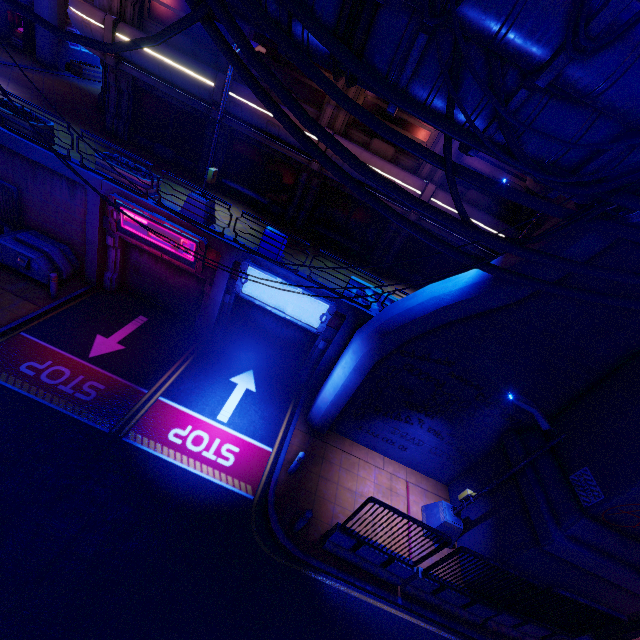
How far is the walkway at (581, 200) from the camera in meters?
5.3

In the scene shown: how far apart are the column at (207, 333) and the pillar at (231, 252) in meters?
0.0 m

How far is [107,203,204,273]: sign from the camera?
11.7m

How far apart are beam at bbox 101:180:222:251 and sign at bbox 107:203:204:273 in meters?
0.1 m

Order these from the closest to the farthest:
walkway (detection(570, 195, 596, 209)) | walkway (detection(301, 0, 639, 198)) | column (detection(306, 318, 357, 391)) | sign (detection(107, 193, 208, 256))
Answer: walkway (detection(301, 0, 639, 198)), walkway (detection(570, 195, 596, 209)), sign (detection(107, 193, 208, 256)), column (detection(306, 318, 357, 391))

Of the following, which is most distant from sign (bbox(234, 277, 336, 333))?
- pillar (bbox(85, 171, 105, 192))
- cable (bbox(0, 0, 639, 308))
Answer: pillar (bbox(85, 171, 105, 192))

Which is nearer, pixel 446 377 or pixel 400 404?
pixel 446 377

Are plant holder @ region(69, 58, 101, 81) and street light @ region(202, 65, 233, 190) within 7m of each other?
no
